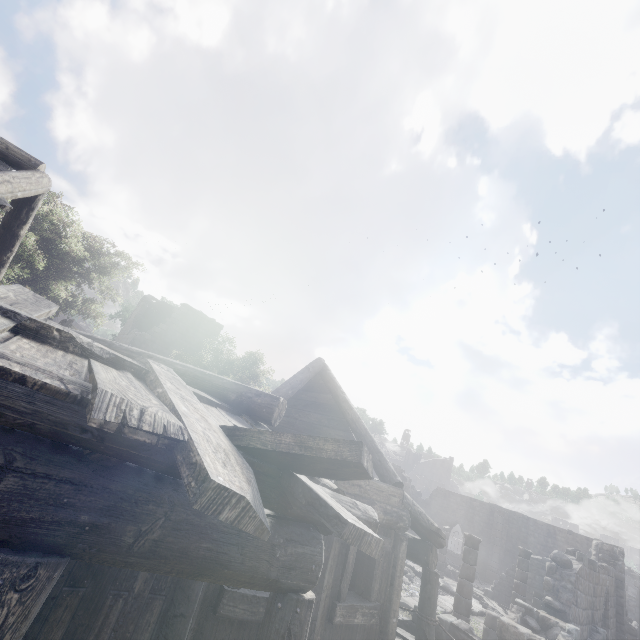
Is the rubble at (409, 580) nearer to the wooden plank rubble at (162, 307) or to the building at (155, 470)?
the building at (155, 470)

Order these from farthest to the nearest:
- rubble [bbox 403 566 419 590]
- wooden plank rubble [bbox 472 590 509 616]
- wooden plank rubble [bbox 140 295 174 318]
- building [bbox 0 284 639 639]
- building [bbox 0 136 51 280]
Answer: wooden plank rubble [bbox 140 295 174 318], rubble [bbox 403 566 419 590], wooden plank rubble [bbox 472 590 509 616], building [bbox 0 136 51 280], building [bbox 0 284 639 639]

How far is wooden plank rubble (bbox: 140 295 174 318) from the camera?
26.6m

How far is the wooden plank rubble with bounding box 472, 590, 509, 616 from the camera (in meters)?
18.03

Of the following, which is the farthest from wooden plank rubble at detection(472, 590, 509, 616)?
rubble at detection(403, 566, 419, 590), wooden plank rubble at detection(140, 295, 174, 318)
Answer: wooden plank rubble at detection(140, 295, 174, 318)

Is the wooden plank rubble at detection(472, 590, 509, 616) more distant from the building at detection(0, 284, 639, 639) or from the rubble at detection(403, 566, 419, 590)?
the rubble at detection(403, 566, 419, 590)

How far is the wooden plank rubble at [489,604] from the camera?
18.0 meters

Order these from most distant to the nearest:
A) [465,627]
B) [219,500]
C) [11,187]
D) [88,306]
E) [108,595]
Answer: [88,306] → [465,627] → [11,187] → [108,595] → [219,500]
